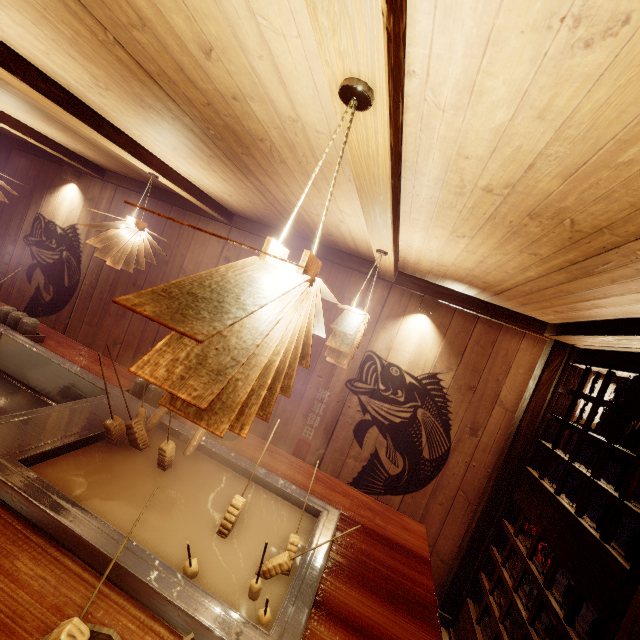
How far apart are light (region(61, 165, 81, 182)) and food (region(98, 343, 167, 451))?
6.89m

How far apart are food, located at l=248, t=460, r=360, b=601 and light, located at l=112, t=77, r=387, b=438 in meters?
1.4

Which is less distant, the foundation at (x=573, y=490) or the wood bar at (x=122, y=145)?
the wood bar at (x=122, y=145)

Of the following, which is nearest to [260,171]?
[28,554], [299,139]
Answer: [299,139]

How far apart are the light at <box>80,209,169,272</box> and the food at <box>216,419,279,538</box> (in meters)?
3.44

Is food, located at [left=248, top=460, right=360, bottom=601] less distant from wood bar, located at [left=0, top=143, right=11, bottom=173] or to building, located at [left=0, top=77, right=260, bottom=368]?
building, located at [left=0, top=77, right=260, bottom=368]

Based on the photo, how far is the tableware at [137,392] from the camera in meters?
4.2 m

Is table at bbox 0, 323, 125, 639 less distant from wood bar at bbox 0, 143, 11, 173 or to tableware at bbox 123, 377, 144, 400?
tableware at bbox 123, 377, 144, 400
